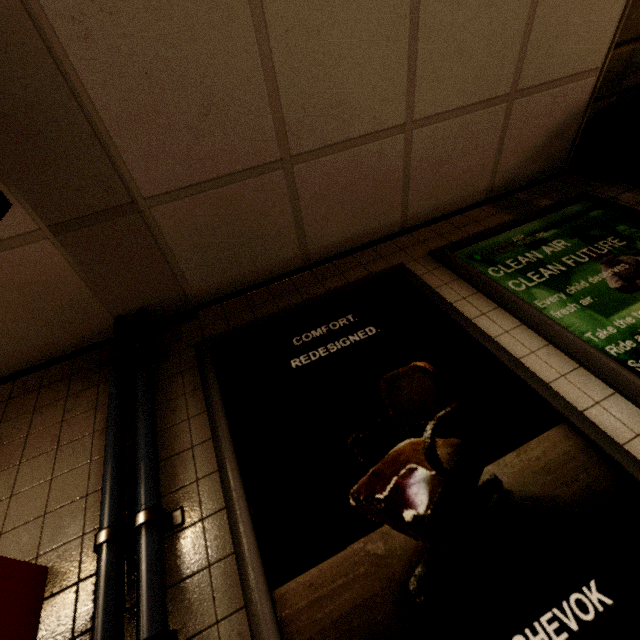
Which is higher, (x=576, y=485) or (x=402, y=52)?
(x=402, y=52)

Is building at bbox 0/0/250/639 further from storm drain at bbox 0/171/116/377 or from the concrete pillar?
the concrete pillar

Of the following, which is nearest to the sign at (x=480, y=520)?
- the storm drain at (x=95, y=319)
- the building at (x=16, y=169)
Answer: the building at (x=16, y=169)

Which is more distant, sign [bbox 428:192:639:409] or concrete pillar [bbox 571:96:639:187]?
concrete pillar [bbox 571:96:639:187]

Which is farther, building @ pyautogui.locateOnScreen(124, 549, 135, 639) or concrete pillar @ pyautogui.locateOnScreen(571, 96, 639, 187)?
concrete pillar @ pyautogui.locateOnScreen(571, 96, 639, 187)

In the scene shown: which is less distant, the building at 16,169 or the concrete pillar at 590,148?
the building at 16,169

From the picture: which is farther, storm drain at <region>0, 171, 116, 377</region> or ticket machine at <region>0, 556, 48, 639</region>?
storm drain at <region>0, 171, 116, 377</region>

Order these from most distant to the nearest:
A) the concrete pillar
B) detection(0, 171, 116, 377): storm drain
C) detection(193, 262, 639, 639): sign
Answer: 1. the concrete pillar
2. detection(0, 171, 116, 377): storm drain
3. detection(193, 262, 639, 639): sign
